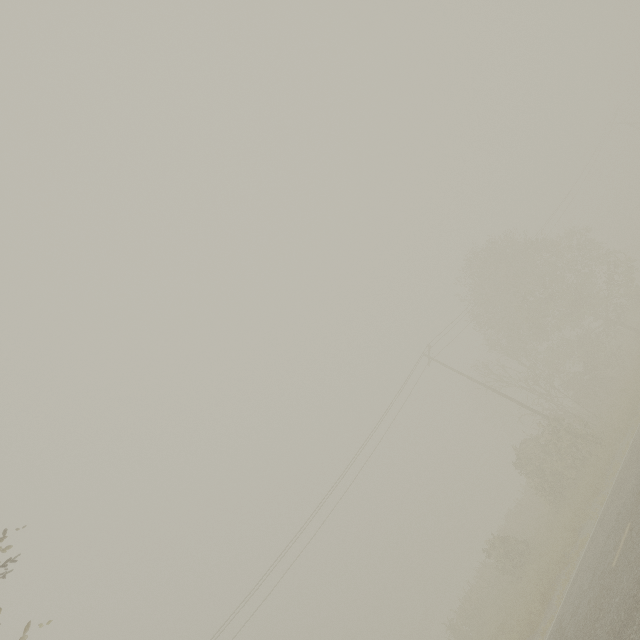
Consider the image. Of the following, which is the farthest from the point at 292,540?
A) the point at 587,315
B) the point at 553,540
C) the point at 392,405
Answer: the point at 587,315
